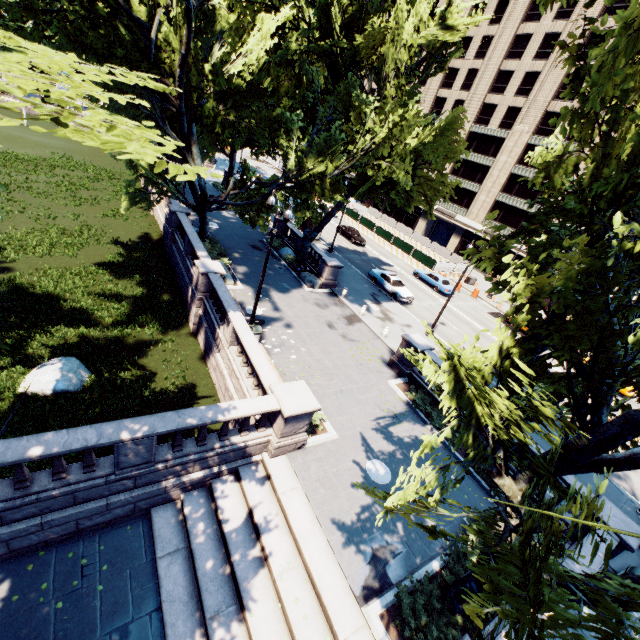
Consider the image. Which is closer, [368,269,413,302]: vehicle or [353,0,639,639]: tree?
[353,0,639,639]: tree

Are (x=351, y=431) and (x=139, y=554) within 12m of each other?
yes

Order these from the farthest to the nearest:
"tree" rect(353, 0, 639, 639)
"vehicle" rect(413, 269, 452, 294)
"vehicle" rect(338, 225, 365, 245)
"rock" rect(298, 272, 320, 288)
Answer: "vehicle" rect(338, 225, 365, 245) < "vehicle" rect(413, 269, 452, 294) < "rock" rect(298, 272, 320, 288) < "tree" rect(353, 0, 639, 639)

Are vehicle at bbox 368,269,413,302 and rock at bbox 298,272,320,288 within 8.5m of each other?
yes

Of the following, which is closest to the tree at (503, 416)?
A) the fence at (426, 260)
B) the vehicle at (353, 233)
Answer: the vehicle at (353, 233)

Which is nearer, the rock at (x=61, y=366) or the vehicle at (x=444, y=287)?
the rock at (x=61, y=366)

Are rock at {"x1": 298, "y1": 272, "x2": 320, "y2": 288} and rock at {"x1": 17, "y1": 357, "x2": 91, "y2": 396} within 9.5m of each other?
no

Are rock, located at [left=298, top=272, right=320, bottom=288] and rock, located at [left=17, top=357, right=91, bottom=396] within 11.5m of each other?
no
